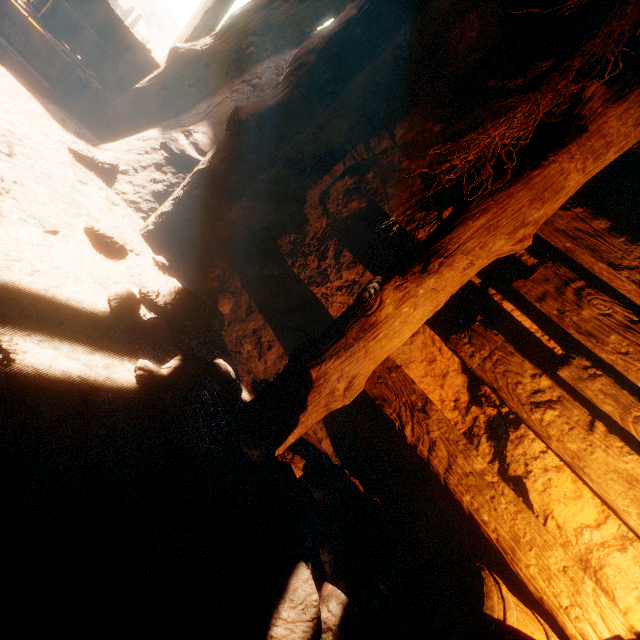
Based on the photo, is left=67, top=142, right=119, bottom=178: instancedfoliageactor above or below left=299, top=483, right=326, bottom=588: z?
above

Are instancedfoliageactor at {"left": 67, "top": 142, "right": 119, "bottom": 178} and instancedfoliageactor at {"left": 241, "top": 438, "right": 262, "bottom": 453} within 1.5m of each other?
no

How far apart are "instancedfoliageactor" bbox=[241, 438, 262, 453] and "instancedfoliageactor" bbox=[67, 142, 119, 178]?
2.46m

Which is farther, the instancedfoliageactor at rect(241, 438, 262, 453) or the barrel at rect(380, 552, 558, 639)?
the instancedfoliageactor at rect(241, 438, 262, 453)

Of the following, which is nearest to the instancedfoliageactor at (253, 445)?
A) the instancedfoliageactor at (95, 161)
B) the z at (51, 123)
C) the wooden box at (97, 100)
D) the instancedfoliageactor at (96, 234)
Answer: the z at (51, 123)

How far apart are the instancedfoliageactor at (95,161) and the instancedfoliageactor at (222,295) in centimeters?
138cm

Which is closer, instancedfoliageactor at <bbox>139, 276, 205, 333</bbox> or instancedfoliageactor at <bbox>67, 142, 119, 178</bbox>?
instancedfoliageactor at <bbox>139, 276, 205, 333</bbox>

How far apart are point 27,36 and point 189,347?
3.37m
